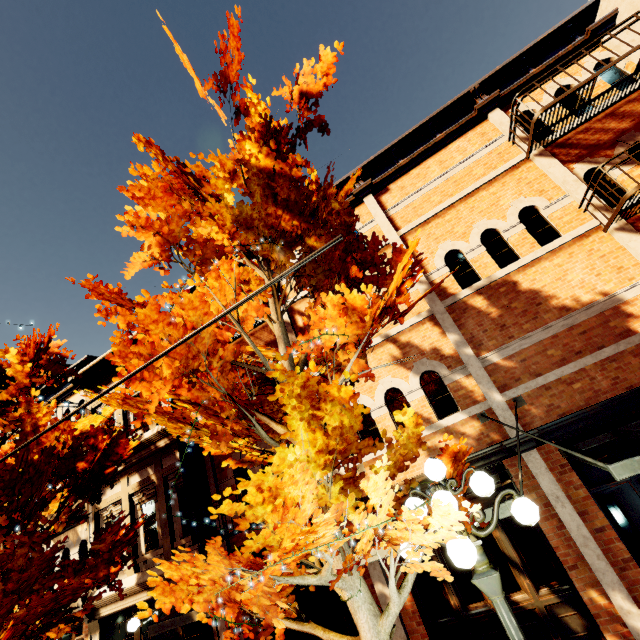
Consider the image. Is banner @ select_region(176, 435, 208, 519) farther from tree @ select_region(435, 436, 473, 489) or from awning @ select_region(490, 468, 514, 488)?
awning @ select_region(490, 468, 514, 488)

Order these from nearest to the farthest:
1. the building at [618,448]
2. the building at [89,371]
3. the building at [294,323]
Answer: the building at [618,448]
the building at [294,323]
the building at [89,371]

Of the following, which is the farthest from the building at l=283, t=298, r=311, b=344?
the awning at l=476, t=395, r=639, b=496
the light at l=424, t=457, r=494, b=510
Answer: the light at l=424, t=457, r=494, b=510

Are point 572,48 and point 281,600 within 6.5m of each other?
no

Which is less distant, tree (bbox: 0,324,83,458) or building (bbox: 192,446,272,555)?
tree (bbox: 0,324,83,458)

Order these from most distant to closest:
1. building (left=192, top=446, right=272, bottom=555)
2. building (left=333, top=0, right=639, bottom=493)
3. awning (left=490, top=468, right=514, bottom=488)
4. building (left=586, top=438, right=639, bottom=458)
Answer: building (left=192, top=446, right=272, bottom=555)
building (left=333, top=0, right=639, bottom=493)
building (left=586, top=438, right=639, bottom=458)
awning (left=490, top=468, right=514, bottom=488)

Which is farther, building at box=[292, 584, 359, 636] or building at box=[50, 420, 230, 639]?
building at box=[50, 420, 230, 639]

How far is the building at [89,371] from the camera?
12.5m
